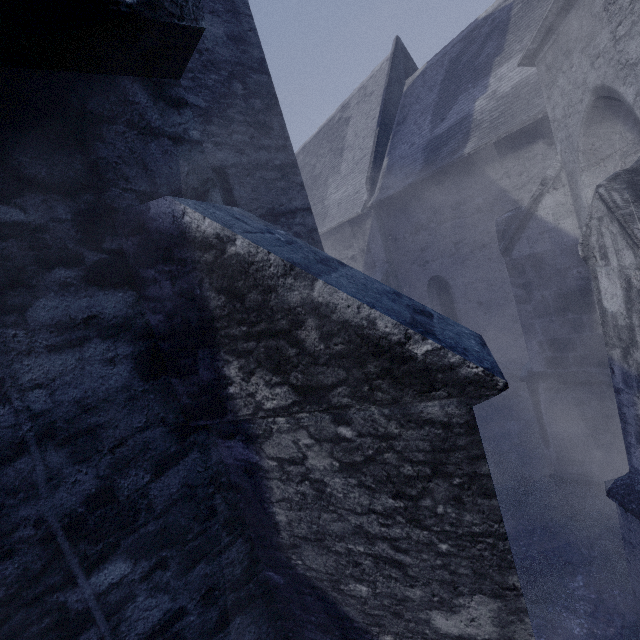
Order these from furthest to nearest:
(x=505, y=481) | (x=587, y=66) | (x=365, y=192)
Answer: (x=365, y=192)
(x=505, y=481)
(x=587, y=66)
